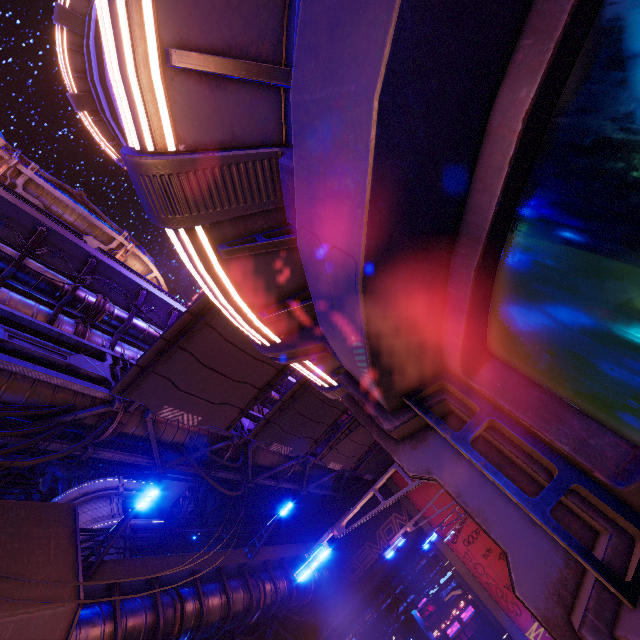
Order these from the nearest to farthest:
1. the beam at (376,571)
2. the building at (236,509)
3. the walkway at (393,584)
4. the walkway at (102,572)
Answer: the walkway at (102,572) < the beam at (376,571) < the walkway at (393,584) < the building at (236,509)

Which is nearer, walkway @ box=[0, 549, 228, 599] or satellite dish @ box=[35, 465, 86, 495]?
walkway @ box=[0, 549, 228, 599]

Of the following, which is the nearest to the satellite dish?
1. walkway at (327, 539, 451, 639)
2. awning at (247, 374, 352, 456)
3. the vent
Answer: the vent

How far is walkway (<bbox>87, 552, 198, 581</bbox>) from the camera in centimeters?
1031cm

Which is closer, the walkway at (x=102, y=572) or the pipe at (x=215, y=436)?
the pipe at (x=215, y=436)

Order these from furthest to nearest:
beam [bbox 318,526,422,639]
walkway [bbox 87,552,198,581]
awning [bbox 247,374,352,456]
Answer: beam [bbox 318,526,422,639], awning [bbox 247,374,352,456], walkway [bbox 87,552,198,581]

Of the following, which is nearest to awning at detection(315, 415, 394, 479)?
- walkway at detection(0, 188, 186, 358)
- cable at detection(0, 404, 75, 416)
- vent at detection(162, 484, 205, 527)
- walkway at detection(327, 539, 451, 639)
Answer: cable at detection(0, 404, 75, 416)

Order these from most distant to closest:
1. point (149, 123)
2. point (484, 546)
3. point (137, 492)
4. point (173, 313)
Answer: point (137, 492)
point (484, 546)
point (173, 313)
point (149, 123)
